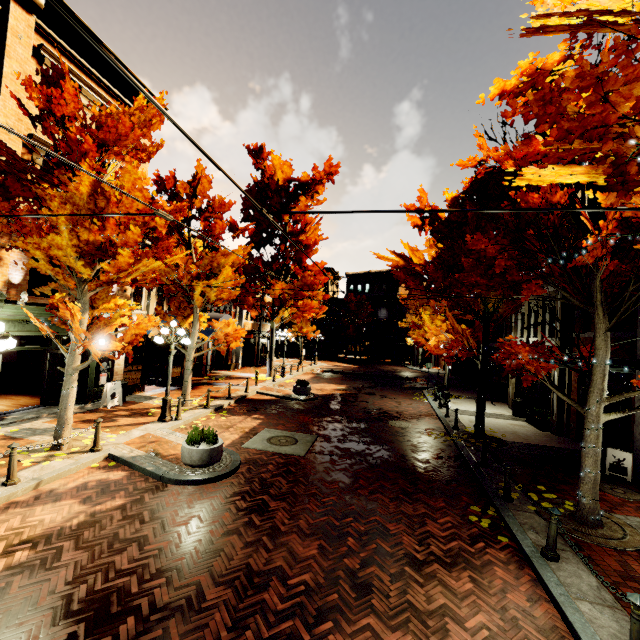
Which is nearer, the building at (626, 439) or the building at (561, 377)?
the building at (626, 439)

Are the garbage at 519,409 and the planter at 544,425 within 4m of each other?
yes

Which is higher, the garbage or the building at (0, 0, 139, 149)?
the building at (0, 0, 139, 149)

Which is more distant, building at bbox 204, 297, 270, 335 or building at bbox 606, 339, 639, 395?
building at bbox 204, 297, 270, 335

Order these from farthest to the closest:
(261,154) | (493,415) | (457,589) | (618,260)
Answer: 1. (261,154)
2. (493,415)
3. (618,260)
4. (457,589)

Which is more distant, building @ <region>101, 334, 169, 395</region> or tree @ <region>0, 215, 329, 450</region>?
building @ <region>101, 334, 169, 395</region>

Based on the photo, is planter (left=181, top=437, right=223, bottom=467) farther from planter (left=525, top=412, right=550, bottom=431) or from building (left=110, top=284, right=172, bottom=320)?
planter (left=525, top=412, right=550, bottom=431)

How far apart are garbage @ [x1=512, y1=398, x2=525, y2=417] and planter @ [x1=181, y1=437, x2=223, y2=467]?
14.68m
